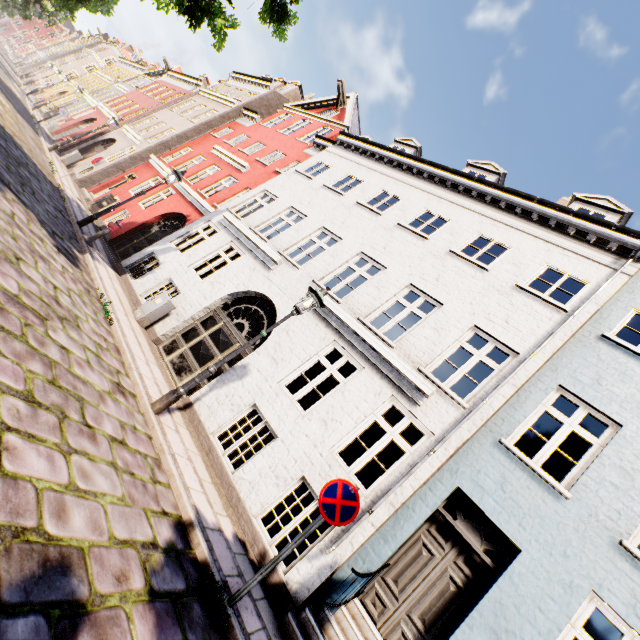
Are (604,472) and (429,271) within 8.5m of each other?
yes

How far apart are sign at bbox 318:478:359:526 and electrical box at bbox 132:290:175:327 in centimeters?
723cm

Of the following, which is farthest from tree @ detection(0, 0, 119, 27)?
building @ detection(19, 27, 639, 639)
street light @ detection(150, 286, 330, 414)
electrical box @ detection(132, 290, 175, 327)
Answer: electrical box @ detection(132, 290, 175, 327)

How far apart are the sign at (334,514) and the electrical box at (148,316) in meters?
7.2

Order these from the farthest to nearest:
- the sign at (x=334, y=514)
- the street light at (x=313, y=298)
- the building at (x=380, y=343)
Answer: the street light at (x=313, y=298) → the building at (x=380, y=343) → the sign at (x=334, y=514)

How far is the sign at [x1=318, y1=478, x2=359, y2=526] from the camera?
4.0m

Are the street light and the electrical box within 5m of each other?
yes

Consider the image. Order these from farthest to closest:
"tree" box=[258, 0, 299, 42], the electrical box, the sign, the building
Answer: the electrical box
"tree" box=[258, 0, 299, 42]
the building
the sign
